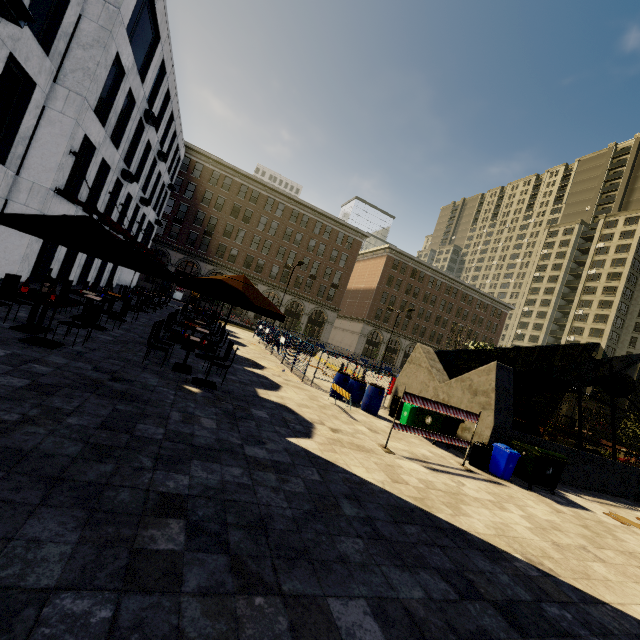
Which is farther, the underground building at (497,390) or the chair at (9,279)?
the underground building at (497,390)

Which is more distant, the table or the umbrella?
the table

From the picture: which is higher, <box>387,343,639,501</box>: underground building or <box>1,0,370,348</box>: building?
<box>1,0,370,348</box>: building

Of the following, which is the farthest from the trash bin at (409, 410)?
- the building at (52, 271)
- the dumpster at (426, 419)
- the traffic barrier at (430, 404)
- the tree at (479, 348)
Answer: the building at (52, 271)

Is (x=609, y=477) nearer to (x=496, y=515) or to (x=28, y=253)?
(x=496, y=515)

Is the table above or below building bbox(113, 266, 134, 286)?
below

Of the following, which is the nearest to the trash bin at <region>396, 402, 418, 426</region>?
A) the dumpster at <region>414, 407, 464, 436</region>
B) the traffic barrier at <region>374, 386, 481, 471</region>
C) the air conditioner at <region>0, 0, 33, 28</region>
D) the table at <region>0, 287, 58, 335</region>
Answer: the dumpster at <region>414, 407, 464, 436</region>

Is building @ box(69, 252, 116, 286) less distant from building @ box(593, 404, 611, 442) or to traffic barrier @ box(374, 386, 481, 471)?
building @ box(593, 404, 611, 442)
